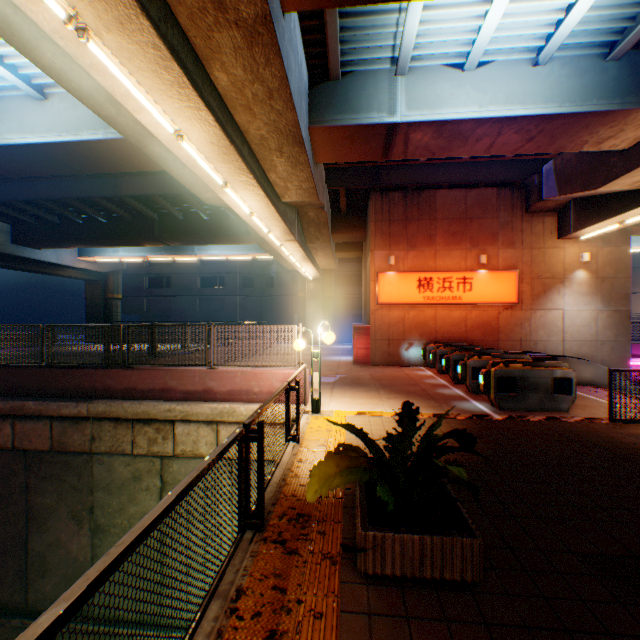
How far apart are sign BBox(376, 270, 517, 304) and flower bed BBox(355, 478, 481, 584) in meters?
12.6 m

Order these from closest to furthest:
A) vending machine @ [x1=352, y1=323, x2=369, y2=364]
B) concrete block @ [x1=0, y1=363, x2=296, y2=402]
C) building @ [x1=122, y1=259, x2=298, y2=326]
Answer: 1. concrete block @ [x1=0, y1=363, x2=296, y2=402]
2. vending machine @ [x1=352, y1=323, x2=369, y2=364]
3. building @ [x1=122, y1=259, x2=298, y2=326]

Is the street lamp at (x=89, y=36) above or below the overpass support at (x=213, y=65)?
below

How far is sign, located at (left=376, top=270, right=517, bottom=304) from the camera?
15.5 meters

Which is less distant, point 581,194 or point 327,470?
point 327,470

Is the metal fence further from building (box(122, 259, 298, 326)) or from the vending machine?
building (box(122, 259, 298, 326))

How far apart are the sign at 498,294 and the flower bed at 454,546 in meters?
12.6

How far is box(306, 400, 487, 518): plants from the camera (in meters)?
2.86
